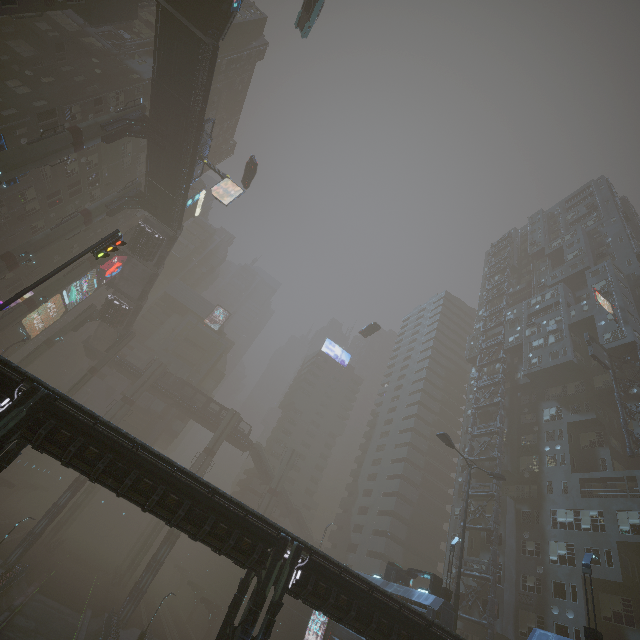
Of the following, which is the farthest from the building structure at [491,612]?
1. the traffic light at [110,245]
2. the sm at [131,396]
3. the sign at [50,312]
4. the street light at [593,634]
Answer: the sign at [50,312]

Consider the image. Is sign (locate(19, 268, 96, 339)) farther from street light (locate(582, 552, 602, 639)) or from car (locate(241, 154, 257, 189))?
street light (locate(582, 552, 602, 639))

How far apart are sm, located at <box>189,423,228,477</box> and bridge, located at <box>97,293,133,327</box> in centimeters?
2333cm

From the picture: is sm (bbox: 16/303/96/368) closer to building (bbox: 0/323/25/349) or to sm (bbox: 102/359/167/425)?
building (bbox: 0/323/25/349)

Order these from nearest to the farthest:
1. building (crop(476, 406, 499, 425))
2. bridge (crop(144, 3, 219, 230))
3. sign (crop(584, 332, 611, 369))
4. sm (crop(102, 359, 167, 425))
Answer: bridge (crop(144, 3, 219, 230)), sign (crop(584, 332, 611, 369)), building (crop(476, 406, 499, 425)), sm (crop(102, 359, 167, 425))

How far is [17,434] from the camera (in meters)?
14.99

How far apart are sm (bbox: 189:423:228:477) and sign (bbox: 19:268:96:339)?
33.6 meters

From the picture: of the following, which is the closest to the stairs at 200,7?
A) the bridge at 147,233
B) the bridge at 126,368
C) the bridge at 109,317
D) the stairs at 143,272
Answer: the stairs at 143,272
